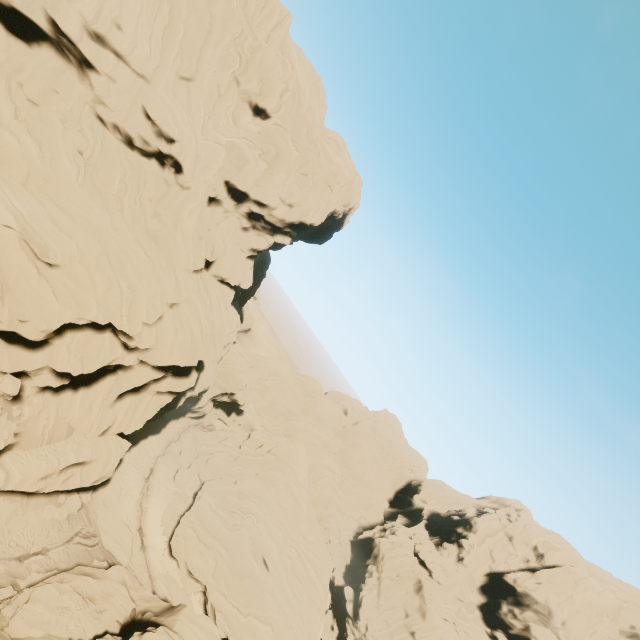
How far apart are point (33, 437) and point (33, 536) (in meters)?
7.92

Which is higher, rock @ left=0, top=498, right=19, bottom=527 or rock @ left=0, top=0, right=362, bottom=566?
rock @ left=0, top=0, right=362, bottom=566

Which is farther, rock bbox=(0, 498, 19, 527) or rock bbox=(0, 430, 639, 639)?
rock bbox=(0, 498, 19, 527)

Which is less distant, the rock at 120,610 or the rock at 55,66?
the rock at 120,610

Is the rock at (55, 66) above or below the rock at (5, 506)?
above
